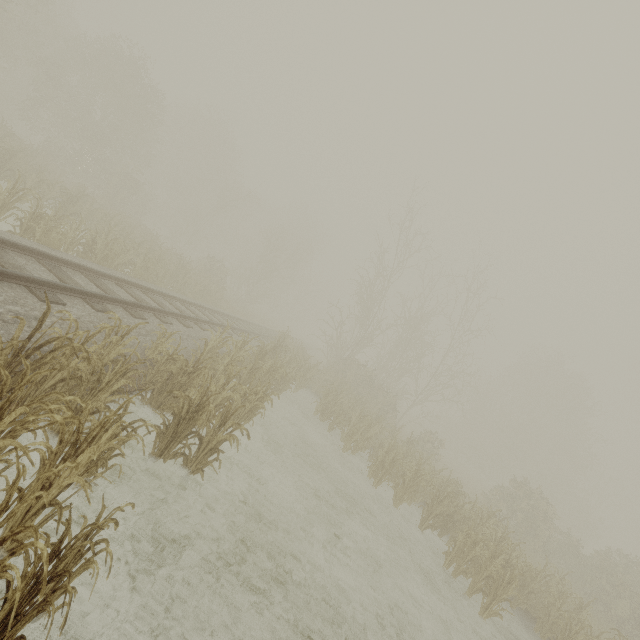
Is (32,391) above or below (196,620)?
above
